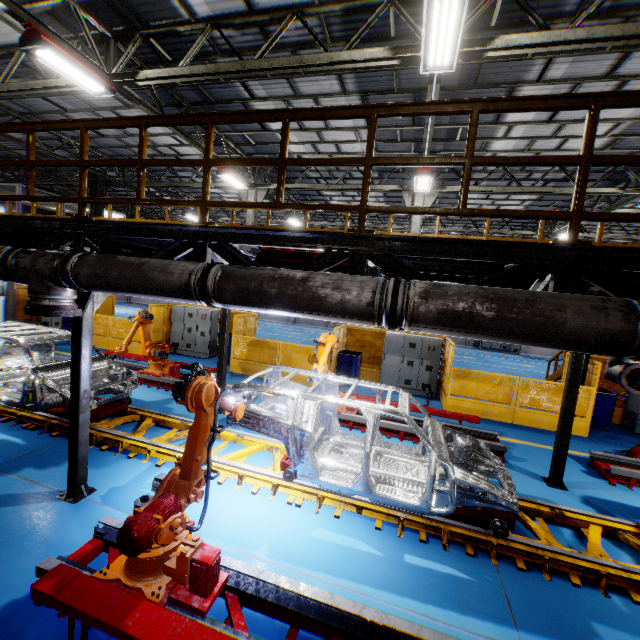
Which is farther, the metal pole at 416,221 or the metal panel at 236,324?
the metal pole at 416,221

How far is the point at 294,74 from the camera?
8.5m

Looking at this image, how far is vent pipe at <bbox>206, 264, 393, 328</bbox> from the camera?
3.0 meters

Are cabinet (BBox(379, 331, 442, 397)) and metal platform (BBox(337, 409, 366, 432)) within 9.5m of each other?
yes

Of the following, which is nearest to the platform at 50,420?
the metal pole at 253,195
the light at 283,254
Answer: the light at 283,254

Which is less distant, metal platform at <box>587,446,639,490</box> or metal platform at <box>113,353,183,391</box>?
metal platform at <box>587,446,639,490</box>

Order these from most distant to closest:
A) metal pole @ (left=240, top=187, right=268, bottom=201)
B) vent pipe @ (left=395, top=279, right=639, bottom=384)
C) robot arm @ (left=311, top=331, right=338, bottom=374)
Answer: metal pole @ (left=240, top=187, right=268, bottom=201), robot arm @ (left=311, top=331, right=338, bottom=374), vent pipe @ (left=395, top=279, right=639, bottom=384)

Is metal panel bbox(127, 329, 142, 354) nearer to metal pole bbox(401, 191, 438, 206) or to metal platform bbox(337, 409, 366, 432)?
metal pole bbox(401, 191, 438, 206)
